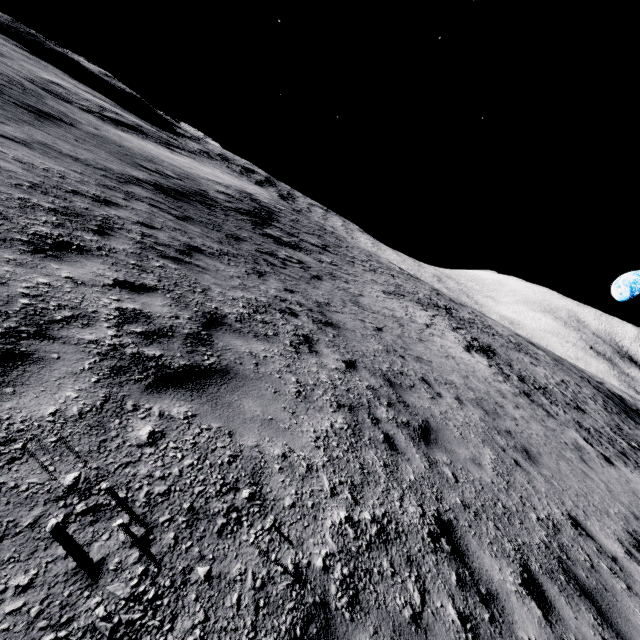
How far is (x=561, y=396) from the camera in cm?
2172
